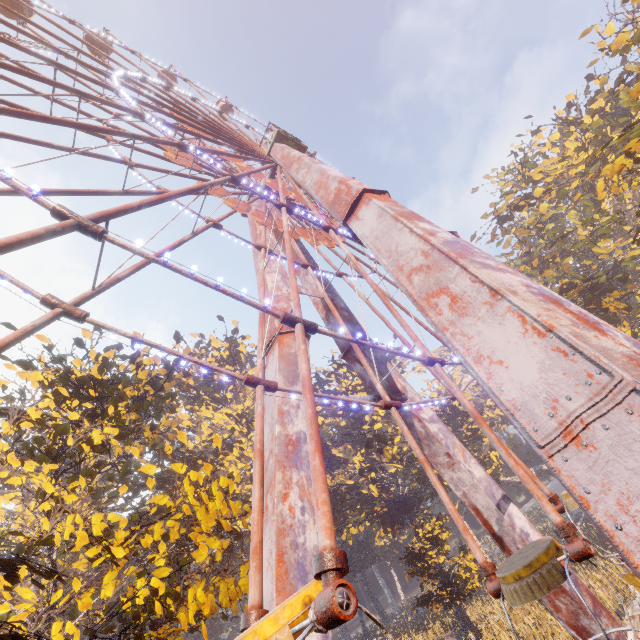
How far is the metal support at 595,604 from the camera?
10.8m

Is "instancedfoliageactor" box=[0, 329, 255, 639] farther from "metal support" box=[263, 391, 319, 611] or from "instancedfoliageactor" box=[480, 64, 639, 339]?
"instancedfoliageactor" box=[480, 64, 639, 339]

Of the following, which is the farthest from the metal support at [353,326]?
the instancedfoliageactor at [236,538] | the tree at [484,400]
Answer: the tree at [484,400]

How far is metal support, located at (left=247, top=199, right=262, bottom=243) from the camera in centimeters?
1720cm

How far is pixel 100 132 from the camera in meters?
9.3

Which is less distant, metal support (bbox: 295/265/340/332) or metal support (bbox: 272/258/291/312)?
metal support (bbox: 272/258/291/312)

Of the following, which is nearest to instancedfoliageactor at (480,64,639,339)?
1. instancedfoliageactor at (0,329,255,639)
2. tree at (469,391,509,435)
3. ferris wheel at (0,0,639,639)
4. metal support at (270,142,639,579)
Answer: tree at (469,391,509,435)
